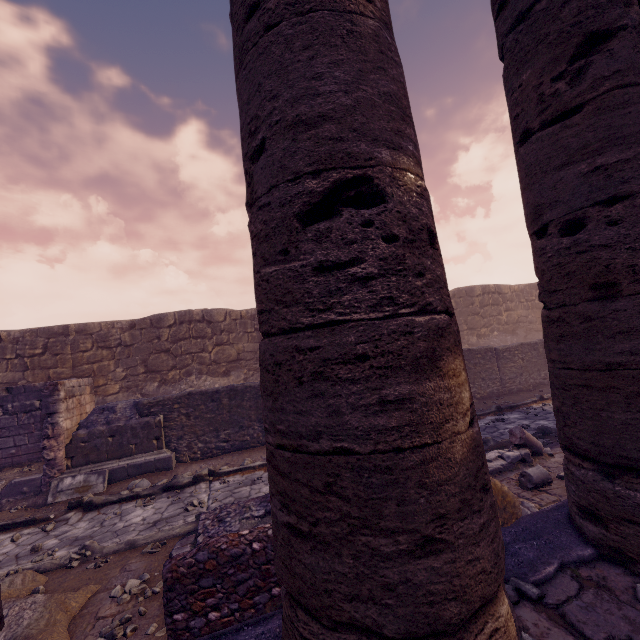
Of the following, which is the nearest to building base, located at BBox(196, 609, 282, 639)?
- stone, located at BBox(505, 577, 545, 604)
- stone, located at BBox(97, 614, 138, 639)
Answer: stone, located at BBox(505, 577, 545, 604)

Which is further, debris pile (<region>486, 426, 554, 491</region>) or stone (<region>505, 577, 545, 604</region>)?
debris pile (<region>486, 426, 554, 491</region>)

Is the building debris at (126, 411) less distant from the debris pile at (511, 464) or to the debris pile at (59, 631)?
the debris pile at (59, 631)

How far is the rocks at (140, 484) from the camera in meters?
7.5 m

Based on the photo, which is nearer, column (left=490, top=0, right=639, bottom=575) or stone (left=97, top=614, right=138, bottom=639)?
column (left=490, top=0, right=639, bottom=575)

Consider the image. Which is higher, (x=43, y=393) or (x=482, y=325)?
(x=482, y=325)

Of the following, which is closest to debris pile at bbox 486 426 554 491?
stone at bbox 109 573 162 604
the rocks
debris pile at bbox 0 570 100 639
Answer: stone at bbox 109 573 162 604

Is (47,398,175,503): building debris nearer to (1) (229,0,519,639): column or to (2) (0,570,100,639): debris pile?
(2) (0,570,100,639): debris pile
